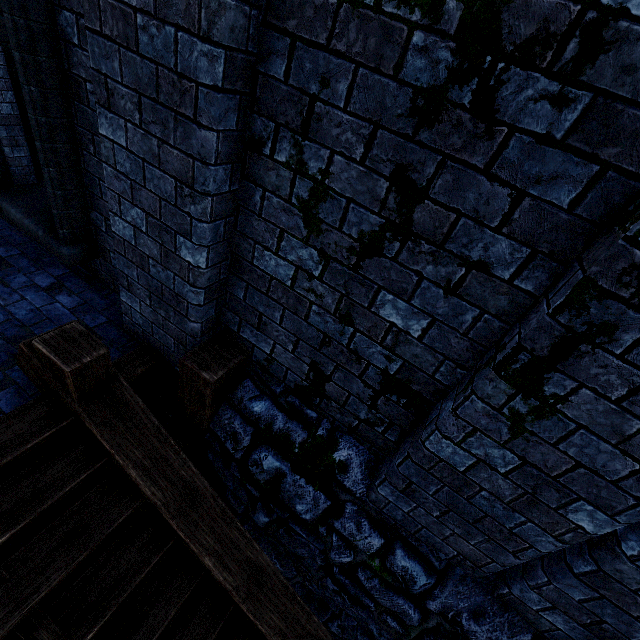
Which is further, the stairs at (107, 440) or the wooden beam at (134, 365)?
the wooden beam at (134, 365)

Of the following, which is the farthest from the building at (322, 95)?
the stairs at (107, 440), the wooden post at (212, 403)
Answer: the stairs at (107, 440)

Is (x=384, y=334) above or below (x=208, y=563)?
above

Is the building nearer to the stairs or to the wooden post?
the wooden post

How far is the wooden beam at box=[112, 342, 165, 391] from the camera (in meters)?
2.98

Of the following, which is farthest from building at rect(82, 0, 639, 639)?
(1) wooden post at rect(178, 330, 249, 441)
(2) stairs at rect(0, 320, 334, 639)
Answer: (2) stairs at rect(0, 320, 334, 639)

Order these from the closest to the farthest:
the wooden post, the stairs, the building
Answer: the building, the stairs, the wooden post

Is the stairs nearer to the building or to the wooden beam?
the wooden beam
